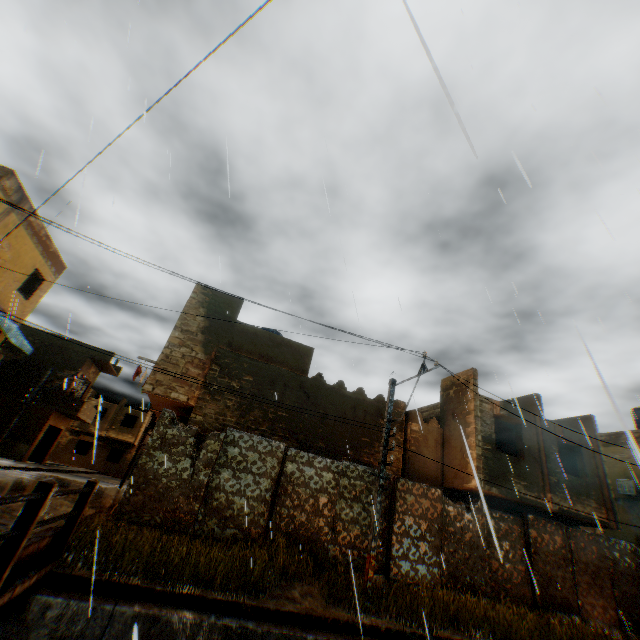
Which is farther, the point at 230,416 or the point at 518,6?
the point at 230,416

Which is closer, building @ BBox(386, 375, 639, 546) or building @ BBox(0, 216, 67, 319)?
building @ BBox(386, 375, 639, 546)

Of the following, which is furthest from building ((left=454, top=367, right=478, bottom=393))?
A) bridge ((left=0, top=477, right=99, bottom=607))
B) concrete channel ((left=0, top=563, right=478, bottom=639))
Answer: bridge ((left=0, top=477, right=99, bottom=607))

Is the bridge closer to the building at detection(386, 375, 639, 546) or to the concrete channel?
the concrete channel

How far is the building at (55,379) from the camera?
26.4m

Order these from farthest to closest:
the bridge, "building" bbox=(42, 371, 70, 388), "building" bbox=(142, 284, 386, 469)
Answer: "building" bbox=(42, 371, 70, 388) → "building" bbox=(142, 284, 386, 469) → the bridge

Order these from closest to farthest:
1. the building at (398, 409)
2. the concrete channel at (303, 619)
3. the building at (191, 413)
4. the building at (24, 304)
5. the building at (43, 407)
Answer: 1. the concrete channel at (303, 619)
2. the building at (191, 413)
3. the building at (24, 304)
4. the building at (398, 409)
5. the building at (43, 407)
